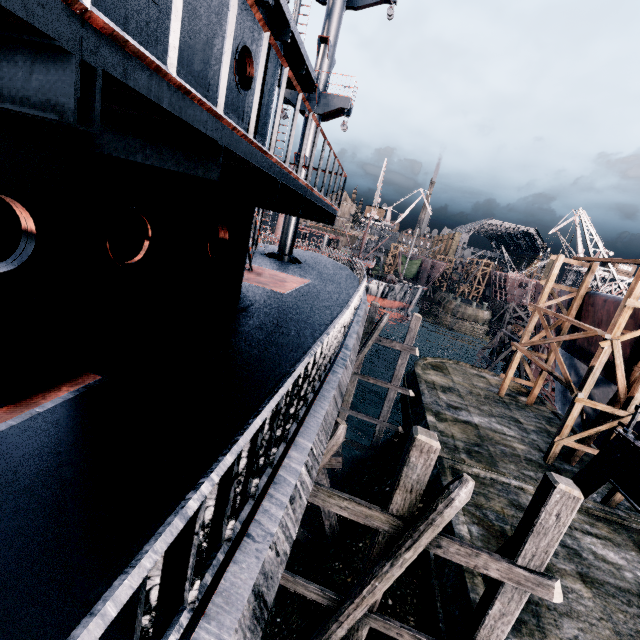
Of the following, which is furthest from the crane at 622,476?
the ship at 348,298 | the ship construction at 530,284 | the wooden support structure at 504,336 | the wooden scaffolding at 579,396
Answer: the wooden support structure at 504,336

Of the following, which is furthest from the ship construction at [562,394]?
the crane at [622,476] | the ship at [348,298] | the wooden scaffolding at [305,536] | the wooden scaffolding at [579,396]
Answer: the wooden scaffolding at [305,536]

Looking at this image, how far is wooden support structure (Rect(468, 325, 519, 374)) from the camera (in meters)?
36.97

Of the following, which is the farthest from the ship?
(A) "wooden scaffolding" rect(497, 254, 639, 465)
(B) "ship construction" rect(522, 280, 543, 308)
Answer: (B) "ship construction" rect(522, 280, 543, 308)

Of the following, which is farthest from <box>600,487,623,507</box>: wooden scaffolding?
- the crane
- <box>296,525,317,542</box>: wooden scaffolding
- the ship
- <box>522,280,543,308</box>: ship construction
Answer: <box>296,525,317,542</box>: wooden scaffolding

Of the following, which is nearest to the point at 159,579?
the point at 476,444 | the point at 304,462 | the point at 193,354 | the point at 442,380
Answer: the point at 304,462

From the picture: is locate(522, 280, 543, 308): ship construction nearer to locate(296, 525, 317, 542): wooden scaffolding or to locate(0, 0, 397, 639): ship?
locate(0, 0, 397, 639): ship

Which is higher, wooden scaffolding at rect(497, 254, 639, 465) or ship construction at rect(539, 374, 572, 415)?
wooden scaffolding at rect(497, 254, 639, 465)
